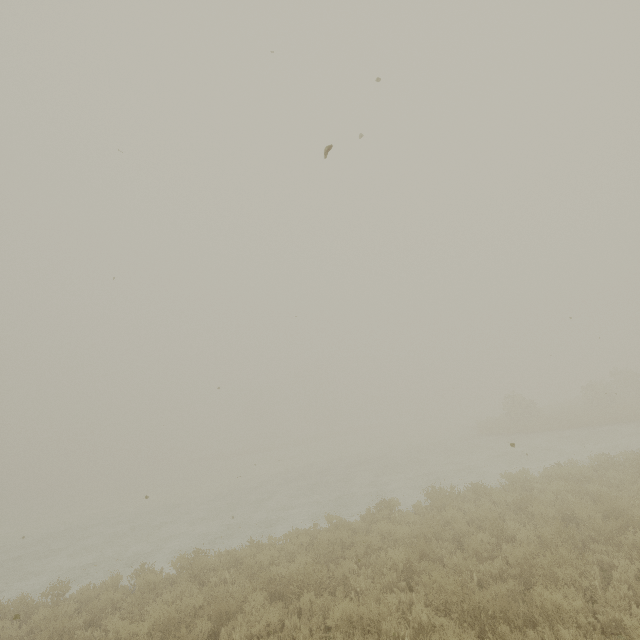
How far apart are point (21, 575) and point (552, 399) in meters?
69.1
